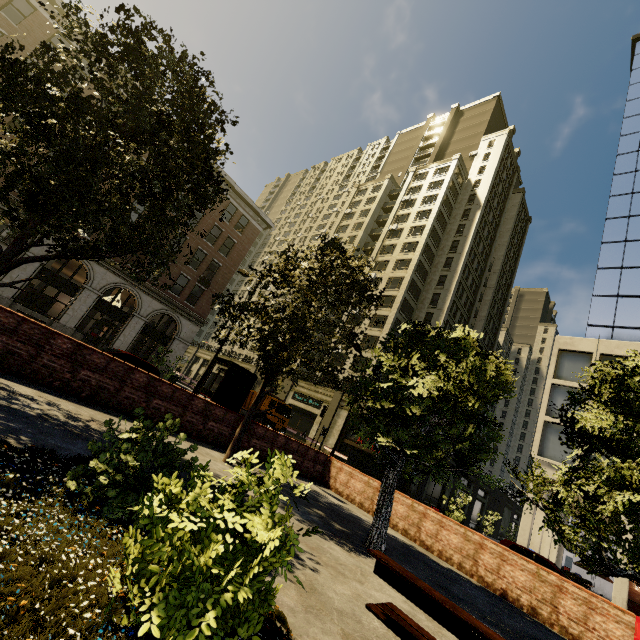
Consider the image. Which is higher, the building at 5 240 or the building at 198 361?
the building at 5 240

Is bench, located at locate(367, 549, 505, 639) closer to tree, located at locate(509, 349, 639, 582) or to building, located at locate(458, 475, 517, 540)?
tree, located at locate(509, 349, 639, 582)

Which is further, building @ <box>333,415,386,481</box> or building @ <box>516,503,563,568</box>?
building @ <box>333,415,386,481</box>

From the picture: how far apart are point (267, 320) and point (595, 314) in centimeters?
2959cm

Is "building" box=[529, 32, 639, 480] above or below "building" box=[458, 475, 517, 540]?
above

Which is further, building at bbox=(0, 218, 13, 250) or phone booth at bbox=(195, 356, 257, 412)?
building at bbox=(0, 218, 13, 250)

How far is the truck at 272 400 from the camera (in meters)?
28.54

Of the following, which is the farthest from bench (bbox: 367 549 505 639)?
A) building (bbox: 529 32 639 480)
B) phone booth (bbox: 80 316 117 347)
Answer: phone booth (bbox: 80 316 117 347)
